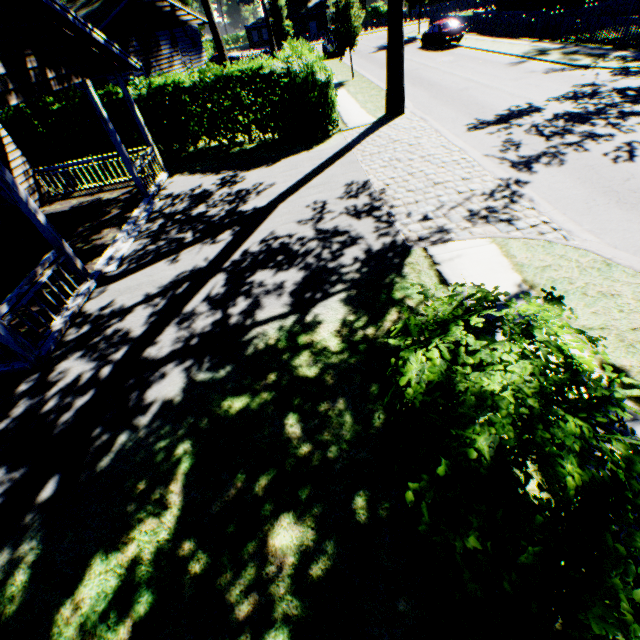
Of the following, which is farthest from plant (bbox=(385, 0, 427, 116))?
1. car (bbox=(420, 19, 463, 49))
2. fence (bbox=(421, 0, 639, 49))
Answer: car (bbox=(420, 19, 463, 49))

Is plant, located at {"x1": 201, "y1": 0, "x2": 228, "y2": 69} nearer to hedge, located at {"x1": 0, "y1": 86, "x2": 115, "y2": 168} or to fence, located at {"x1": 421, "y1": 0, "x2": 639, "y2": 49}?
fence, located at {"x1": 421, "y1": 0, "x2": 639, "y2": 49}

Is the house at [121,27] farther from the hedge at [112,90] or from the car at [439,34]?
the car at [439,34]

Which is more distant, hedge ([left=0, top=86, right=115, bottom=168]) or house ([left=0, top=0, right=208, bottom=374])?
hedge ([left=0, top=86, right=115, bottom=168])

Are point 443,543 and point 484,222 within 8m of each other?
yes

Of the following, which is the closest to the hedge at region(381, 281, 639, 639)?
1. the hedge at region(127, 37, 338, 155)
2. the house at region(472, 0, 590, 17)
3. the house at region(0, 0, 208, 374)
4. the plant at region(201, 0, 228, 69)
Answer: the plant at region(201, 0, 228, 69)

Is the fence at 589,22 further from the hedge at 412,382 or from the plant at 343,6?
the hedge at 412,382

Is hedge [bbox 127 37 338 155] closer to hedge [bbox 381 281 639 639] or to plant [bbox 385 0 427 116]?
plant [bbox 385 0 427 116]
